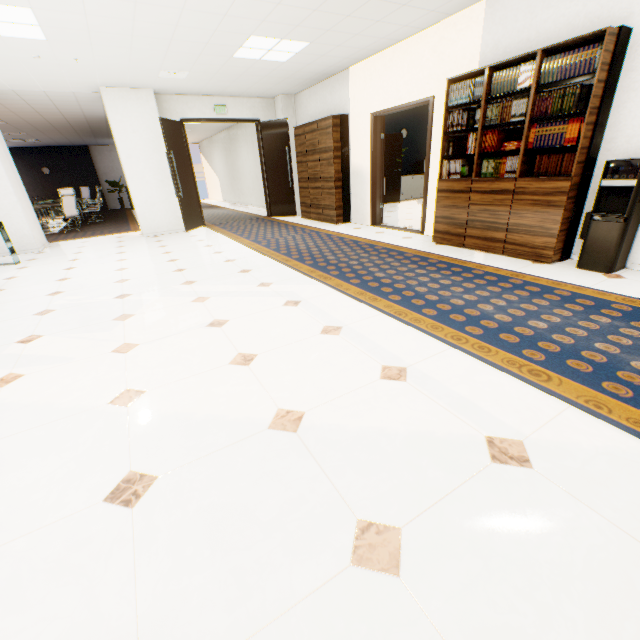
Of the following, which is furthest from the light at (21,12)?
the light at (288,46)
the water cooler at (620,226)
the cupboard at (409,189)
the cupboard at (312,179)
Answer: the cupboard at (409,189)

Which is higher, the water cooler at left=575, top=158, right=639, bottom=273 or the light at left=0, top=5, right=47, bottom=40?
the light at left=0, top=5, right=47, bottom=40

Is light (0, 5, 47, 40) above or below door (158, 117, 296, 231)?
above

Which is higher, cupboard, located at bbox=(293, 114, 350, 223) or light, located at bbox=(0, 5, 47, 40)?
light, located at bbox=(0, 5, 47, 40)

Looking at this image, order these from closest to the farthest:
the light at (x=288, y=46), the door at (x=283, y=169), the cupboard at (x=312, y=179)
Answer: the light at (x=288, y=46) → the cupboard at (x=312, y=179) → the door at (x=283, y=169)

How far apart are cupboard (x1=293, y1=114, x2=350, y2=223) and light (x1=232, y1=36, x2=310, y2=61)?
1.3 meters

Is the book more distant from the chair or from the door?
the chair

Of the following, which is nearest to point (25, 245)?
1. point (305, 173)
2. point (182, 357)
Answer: point (305, 173)
